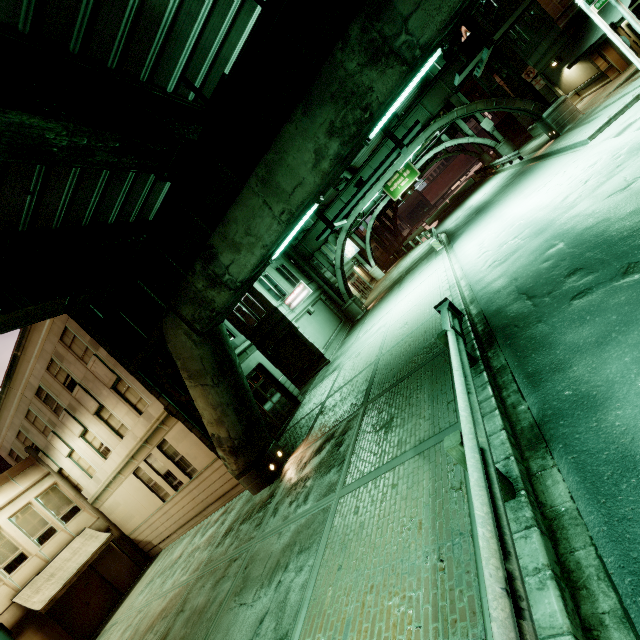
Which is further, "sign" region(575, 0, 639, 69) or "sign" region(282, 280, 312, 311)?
"sign" region(282, 280, 312, 311)

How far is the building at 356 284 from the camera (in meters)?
36.28

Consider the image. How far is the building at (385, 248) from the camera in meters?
52.5 m

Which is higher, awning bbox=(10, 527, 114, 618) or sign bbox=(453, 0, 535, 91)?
sign bbox=(453, 0, 535, 91)

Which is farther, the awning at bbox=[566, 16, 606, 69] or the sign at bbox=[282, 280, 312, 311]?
the sign at bbox=[282, 280, 312, 311]

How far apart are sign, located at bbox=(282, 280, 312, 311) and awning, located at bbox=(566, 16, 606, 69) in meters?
Answer: 20.6 m

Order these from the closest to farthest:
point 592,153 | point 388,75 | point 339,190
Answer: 1. point 388,75
2. point 592,153
3. point 339,190

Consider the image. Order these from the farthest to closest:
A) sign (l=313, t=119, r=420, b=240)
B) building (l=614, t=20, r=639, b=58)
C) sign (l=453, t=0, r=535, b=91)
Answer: building (l=614, t=20, r=639, b=58)
sign (l=313, t=119, r=420, b=240)
sign (l=453, t=0, r=535, b=91)
